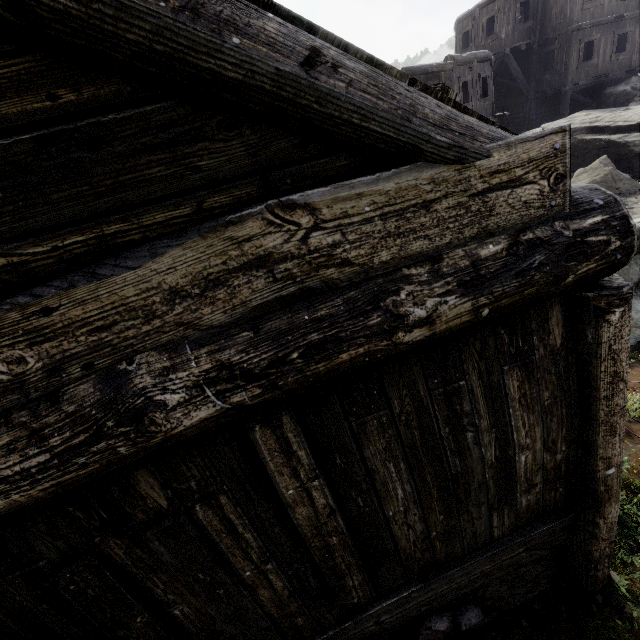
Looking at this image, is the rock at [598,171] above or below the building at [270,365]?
below

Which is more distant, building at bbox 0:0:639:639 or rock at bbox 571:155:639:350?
rock at bbox 571:155:639:350

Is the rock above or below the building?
below

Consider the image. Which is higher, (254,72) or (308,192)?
(254,72)

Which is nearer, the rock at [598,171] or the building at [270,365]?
the building at [270,365]
